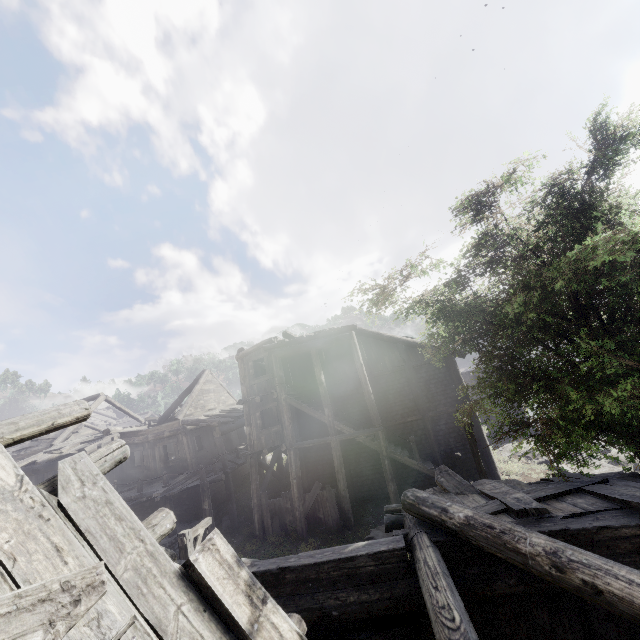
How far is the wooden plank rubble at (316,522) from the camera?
15.6m

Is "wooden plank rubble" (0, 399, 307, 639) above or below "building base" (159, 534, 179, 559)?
above

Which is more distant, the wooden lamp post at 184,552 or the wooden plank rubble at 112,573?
the wooden lamp post at 184,552

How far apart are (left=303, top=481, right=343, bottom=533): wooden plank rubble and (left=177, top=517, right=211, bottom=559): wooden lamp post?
6.6m

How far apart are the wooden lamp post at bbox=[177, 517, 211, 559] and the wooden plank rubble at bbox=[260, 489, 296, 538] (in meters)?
6.46

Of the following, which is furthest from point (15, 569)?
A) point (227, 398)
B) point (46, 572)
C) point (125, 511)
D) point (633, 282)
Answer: point (227, 398)

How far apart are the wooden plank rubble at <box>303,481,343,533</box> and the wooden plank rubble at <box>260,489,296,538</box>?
0.5m

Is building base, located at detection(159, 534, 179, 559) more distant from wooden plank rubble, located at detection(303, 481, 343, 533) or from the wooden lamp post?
the wooden lamp post
